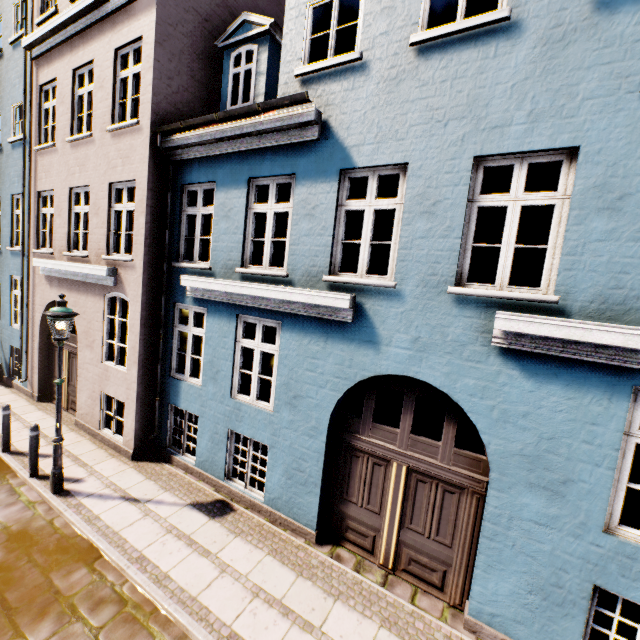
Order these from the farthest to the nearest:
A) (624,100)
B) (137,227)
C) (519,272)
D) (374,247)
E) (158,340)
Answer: (374,247) → (519,272) → (158,340) → (137,227) → (624,100)

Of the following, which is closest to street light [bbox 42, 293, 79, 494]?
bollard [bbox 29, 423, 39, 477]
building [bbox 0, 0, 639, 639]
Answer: bollard [bbox 29, 423, 39, 477]

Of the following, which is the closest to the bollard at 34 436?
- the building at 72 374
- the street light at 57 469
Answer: the street light at 57 469

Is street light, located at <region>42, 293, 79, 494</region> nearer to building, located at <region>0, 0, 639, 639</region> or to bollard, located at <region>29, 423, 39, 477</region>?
bollard, located at <region>29, 423, 39, 477</region>

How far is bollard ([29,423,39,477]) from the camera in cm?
654

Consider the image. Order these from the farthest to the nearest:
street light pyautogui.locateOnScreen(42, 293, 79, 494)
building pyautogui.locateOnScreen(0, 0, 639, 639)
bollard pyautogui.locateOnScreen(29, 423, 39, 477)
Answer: bollard pyautogui.locateOnScreen(29, 423, 39, 477) → street light pyautogui.locateOnScreen(42, 293, 79, 494) → building pyautogui.locateOnScreen(0, 0, 639, 639)

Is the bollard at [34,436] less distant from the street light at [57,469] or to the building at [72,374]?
the street light at [57,469]

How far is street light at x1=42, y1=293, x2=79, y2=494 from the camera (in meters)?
5.82
